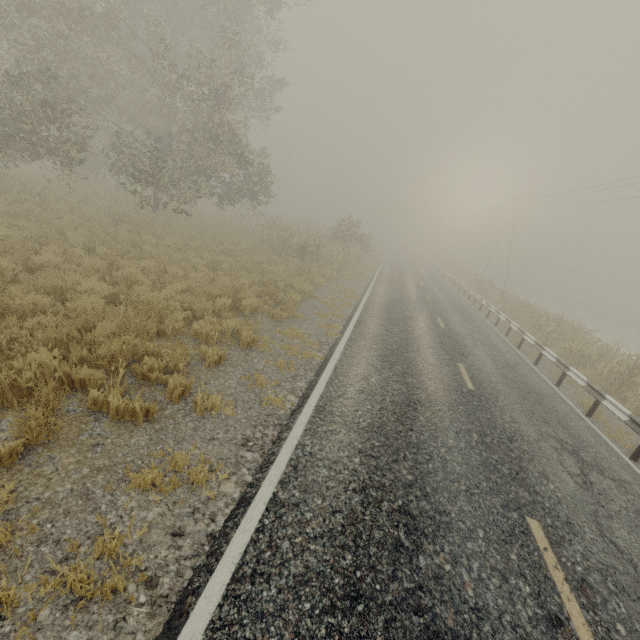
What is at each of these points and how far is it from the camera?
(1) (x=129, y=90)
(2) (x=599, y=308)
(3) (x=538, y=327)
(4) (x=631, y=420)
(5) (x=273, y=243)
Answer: (1) tree, 22.0m
(2) tree, 58.8m
(3) tree, 17.5m
(4) guardrail, 8.0m
(5) tree, 21.1m

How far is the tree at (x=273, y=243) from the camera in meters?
19.9 m

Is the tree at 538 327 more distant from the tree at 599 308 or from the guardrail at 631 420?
the tree at 599 308

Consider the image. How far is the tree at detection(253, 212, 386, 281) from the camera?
19.9m

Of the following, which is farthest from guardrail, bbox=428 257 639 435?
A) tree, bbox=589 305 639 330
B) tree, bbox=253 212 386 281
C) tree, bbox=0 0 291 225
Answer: tree, bbox=589 305 639 330

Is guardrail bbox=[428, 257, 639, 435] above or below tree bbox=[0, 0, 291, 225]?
below

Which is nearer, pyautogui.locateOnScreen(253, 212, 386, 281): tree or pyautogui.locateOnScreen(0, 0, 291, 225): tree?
pyautogui.locateOnScreen(0, 0, 291, 225): tree

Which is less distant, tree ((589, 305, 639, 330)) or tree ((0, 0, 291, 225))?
tree ((0, 0, 291, 225))
